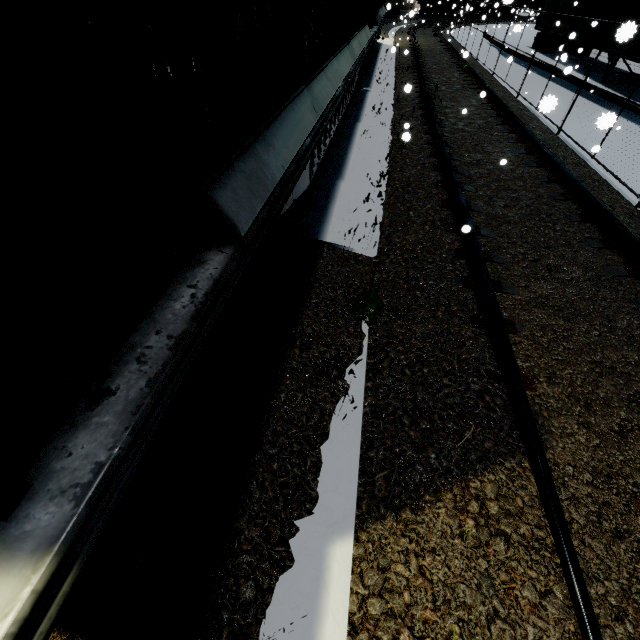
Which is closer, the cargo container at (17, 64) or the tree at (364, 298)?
the cargo container at (17, 64)

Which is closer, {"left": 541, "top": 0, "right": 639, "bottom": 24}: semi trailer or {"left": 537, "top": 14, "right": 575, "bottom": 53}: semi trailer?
{"left": 541, "top": 0, "right": 639, "bottom": 24}: semi trailer

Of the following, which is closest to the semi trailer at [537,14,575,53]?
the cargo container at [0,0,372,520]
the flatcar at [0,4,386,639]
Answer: the cargo container at [0,0,372,520]

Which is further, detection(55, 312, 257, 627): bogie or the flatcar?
detection(55, 312, 257, 627): bogie

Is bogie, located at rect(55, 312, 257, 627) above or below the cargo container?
below

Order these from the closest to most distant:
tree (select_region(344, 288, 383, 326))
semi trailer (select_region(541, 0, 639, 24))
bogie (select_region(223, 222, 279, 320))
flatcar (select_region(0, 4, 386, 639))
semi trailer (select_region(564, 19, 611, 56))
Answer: flatcar (select_region(0, 4, 386, 639)), bogie (select_region(223, 222, 279, 320)), tree (select_region(344, 288, 383, 326)), semi trailer (select_region(541, 0, 639, 24)), semi trailer (select_region(564, 19, 611, 56))

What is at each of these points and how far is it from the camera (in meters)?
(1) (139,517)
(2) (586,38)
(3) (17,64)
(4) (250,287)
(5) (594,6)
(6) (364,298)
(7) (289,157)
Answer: (1) bogie, 1.39
(2) semi trailer, 14.47
(3) cargo container, 0.70
(4) bogie, 2.56
(5) semi trailer, 14.27
(6) tree, 3.12
(7) flatcar, 2.30

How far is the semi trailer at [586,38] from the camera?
13.2 meters
